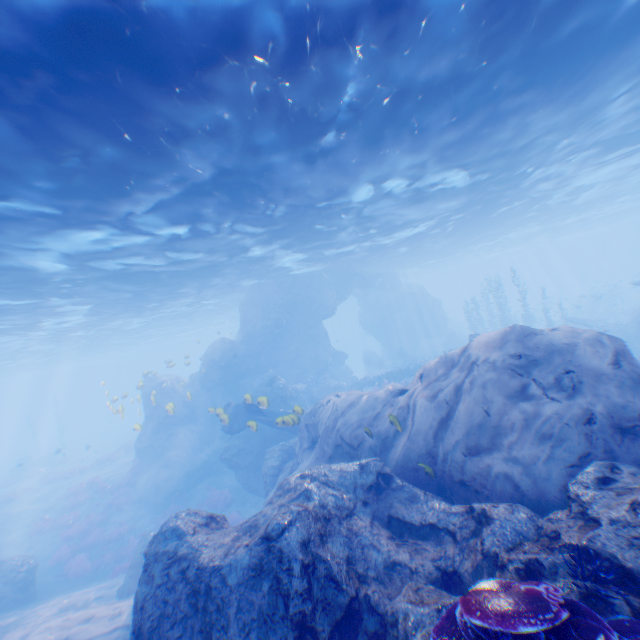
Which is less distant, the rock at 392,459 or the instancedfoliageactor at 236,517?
the rock at 392,459

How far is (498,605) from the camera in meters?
3.1 m

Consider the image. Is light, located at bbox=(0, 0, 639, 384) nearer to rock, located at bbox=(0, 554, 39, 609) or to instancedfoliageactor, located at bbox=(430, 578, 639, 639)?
rock, located at bbox=(0, 554, 39, 609)

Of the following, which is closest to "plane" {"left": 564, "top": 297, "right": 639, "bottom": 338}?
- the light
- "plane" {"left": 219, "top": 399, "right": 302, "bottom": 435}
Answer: the light

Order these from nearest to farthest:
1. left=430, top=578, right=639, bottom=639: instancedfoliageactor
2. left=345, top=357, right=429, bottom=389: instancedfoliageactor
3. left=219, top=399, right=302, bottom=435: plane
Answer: left=430, top=578, right=639, bottom=639: instancedfoliageactor < left=219, top=399, right=302, bottom=435: plane < left=345, top=357, right=429, bottom=389: instancedfoliageactor

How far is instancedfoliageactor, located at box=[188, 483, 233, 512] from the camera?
19.3m

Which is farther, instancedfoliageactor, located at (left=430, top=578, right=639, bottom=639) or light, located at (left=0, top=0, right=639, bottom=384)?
light, located at (left=0, top=0, right=639, bottom=384)

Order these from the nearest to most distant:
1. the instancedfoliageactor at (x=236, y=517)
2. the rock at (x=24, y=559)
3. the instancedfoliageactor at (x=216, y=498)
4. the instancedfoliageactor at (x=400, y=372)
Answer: the rock at (x=24, y=559) < the instancedfoliageactor at (x=236, y=517) < the instancedfoliageactor at (x=216, y=498) < the instancedfoliageactor at (x=400, y=372)
